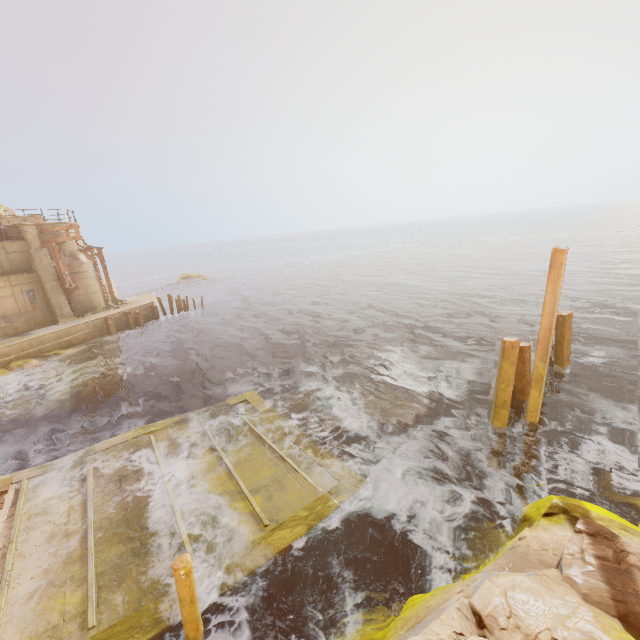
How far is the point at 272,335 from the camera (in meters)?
23.36

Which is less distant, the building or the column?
the building

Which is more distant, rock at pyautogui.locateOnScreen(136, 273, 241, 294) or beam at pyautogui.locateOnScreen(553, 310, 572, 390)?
rock at pyautogui.locateOnScreen(136, 273, 241, 294)

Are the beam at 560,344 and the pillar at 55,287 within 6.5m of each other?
no

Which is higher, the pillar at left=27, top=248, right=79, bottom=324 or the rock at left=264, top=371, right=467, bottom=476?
the pillar at left=27, top=248, right=79, bottom=324

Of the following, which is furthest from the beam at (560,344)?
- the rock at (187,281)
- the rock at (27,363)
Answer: the rock at (187,281)

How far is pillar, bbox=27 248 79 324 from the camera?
22.2m

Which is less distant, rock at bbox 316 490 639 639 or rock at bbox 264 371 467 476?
rock at bbox 316 490 639 639
